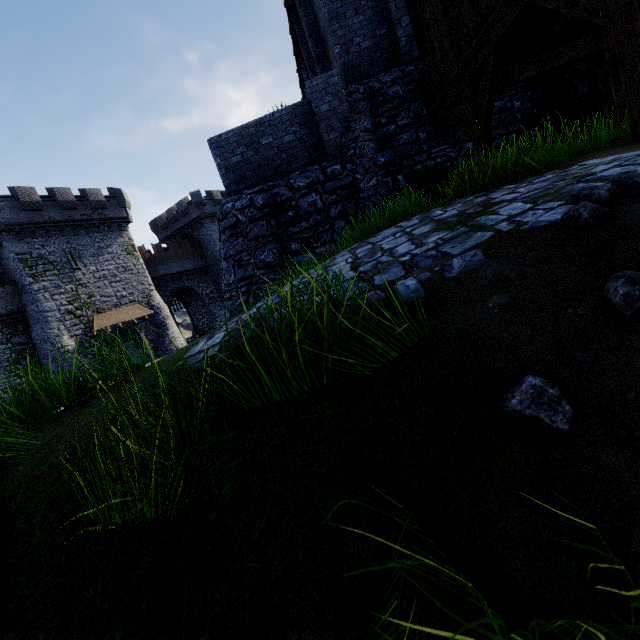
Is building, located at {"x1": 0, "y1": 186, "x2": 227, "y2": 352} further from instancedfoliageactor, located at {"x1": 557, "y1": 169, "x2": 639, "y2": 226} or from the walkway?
instancedfoliageactor, located at {"x1": 557, "y1": 169, "x2": 639, "y2": 226}

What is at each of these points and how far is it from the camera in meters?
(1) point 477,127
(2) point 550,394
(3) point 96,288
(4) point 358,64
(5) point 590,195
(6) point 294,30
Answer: (1) walkway, 7.3 m
(2) instancedfoliageactor, 1.3 m
(3) building, 29.3 m
(4) building, 10.0 m
(5) instancedfoliageactor, 2.0 m
(6) building, 14.3 m

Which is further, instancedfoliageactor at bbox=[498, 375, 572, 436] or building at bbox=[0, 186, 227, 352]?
building at bbox=[0, 186, 227, 352]

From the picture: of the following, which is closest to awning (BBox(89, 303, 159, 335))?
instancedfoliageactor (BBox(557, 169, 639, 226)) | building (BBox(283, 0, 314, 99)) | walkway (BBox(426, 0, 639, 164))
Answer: building (BBox(283, 0, 314, 99))

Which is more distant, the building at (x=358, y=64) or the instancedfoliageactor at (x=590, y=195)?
the building at (x=358, y=64)

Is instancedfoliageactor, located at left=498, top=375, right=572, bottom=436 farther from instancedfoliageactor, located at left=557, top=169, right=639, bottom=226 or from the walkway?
the walkway

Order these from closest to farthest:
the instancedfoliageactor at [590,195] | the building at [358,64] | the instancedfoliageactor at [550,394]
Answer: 1. the instancedfoliageactor at [550,394]
2. the instancedfoliageactor at [590,195]
3. the building at [358,64]

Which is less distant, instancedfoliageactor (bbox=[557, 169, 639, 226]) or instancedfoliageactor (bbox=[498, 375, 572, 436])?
instancedfoliageactor (bbox=[498, 375, 572, 436])
